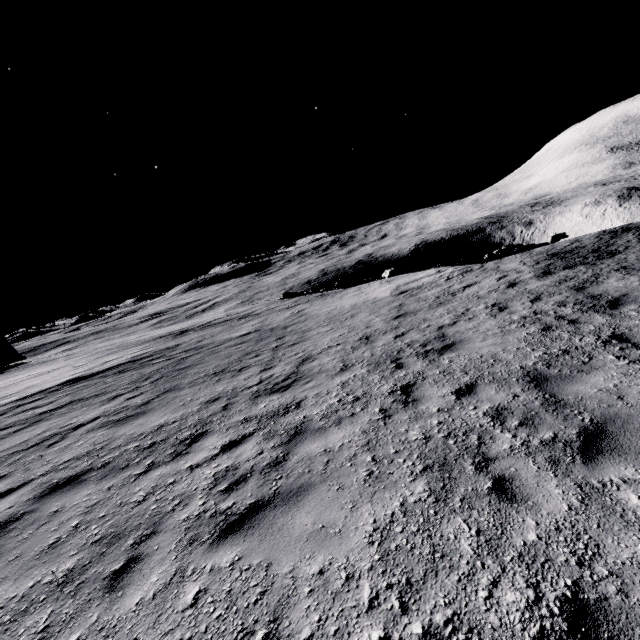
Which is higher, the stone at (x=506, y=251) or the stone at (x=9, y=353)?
the stone at (x=9, y=353)

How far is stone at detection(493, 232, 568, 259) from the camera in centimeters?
2021cm

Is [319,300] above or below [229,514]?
below

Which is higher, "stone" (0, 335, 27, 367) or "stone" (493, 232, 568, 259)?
"stone" (0, 335, 27, 367)

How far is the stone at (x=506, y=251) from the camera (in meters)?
20.21

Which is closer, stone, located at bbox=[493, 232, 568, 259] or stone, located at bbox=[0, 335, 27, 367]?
stone, located at bbox=[493, 232, 568, 259]
